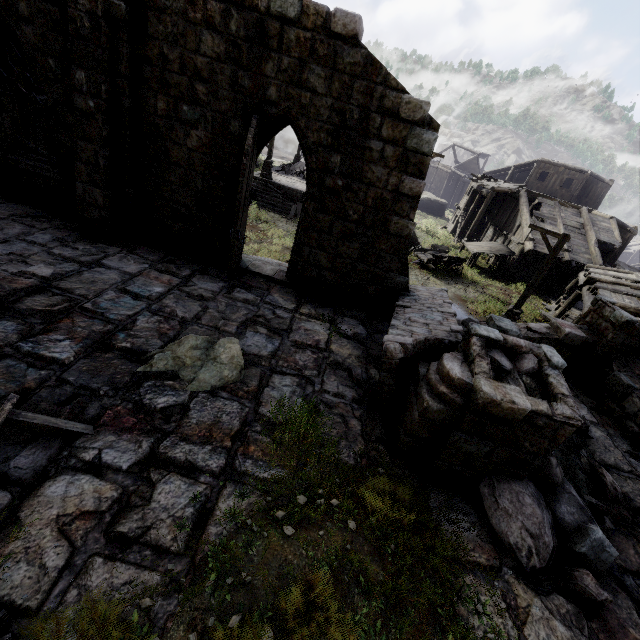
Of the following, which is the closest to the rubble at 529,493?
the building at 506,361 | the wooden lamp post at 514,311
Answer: the building at 506,361

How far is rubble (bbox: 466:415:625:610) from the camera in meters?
4.1 m

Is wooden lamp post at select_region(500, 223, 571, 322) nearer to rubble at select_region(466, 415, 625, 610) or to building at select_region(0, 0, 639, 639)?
building at select_region(0, 0, 639, 639)

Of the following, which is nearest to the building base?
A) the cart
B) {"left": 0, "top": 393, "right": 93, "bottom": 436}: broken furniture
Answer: the cart

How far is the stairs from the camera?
21.9 meters

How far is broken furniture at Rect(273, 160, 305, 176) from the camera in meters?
26.5

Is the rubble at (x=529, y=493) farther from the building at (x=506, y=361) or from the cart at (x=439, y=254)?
the cart at (x=439, y=254)

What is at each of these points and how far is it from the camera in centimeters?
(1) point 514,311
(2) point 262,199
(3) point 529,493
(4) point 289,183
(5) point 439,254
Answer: (1) wooden lamp post, 1448cm
(2) stairs, 2203cm
(3) rubble, 459cm
(4) building base, 2397cm
(5) cart, 1950cm
